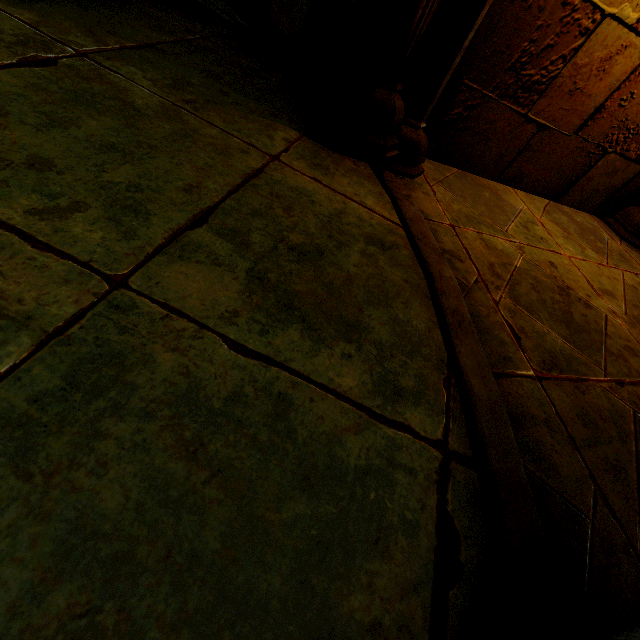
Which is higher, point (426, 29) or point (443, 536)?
point (426, 29)
